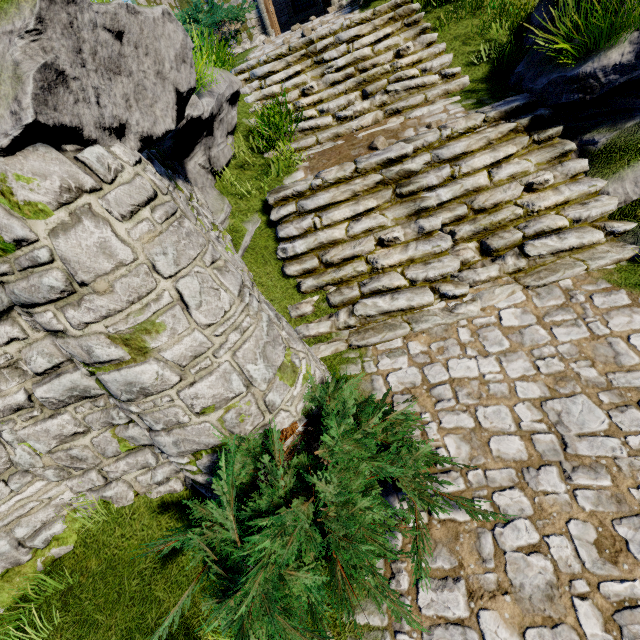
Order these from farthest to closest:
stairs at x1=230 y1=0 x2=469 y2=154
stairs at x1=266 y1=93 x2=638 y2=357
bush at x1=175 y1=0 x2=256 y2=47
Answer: bush at x1=175 y1=0 x2=256 y2=47 < stairs at x1=230 y1=0 x2=469 y2=154 < stairs at x1=266 y1=93 x2=638 y2=357

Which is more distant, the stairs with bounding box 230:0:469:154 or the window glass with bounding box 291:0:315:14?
the window glass with bounding box 291:0:315:14

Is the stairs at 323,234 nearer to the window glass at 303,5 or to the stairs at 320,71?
the stairs at 320,71

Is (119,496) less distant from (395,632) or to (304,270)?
(395,632)

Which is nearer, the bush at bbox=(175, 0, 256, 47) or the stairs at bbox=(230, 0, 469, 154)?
the stairs at bbox=(230, 0, 469, 154)

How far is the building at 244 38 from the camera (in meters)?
9.84

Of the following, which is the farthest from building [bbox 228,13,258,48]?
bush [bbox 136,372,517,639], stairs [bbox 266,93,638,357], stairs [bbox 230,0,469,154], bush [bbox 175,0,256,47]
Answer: bush [bbox 136,372,517,639]

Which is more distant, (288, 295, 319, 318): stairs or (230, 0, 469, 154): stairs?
(230, 0, 469, 154): stairs
